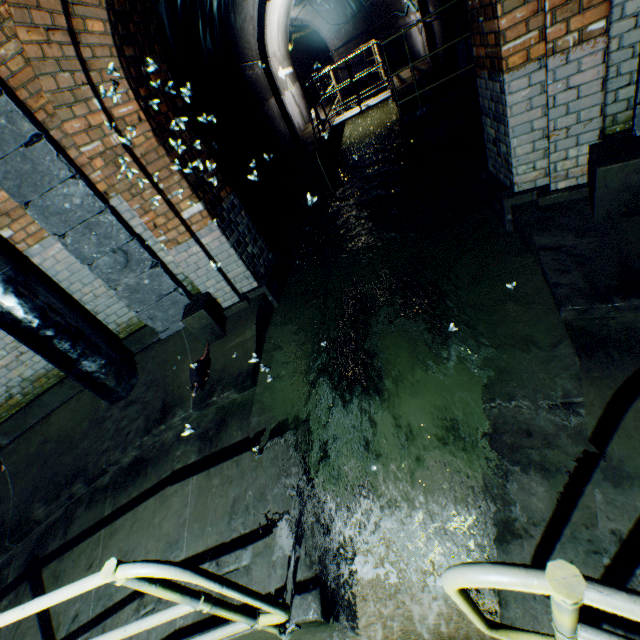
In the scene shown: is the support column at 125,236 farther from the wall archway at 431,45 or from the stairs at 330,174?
the wall archway at 431,45

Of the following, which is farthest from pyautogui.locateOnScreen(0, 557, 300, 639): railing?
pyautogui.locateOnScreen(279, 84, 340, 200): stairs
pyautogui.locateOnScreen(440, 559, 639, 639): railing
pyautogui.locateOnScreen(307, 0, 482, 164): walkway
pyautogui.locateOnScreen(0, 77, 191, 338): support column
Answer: pyautogui.locateOnScreen(307, 0, 482, 164): walkway

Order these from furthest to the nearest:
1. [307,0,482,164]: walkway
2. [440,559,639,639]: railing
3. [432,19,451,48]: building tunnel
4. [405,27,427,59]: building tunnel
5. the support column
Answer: [405,27,427,59]: building tunnel
[432,19,451,48]: building tunnel
[307,0,482,164]: walkway
the support column
[440,559,639,639]: railing

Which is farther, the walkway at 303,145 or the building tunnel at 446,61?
the walkway at 303,145

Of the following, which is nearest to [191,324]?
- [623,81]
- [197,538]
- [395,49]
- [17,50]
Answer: [197,538]

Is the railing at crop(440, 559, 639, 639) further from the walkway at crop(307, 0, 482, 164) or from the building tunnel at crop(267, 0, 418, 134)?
the walkway at crop(307, 0, 482, 164)

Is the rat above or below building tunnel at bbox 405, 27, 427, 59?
below

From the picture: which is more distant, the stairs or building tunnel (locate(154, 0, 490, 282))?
the stairs
